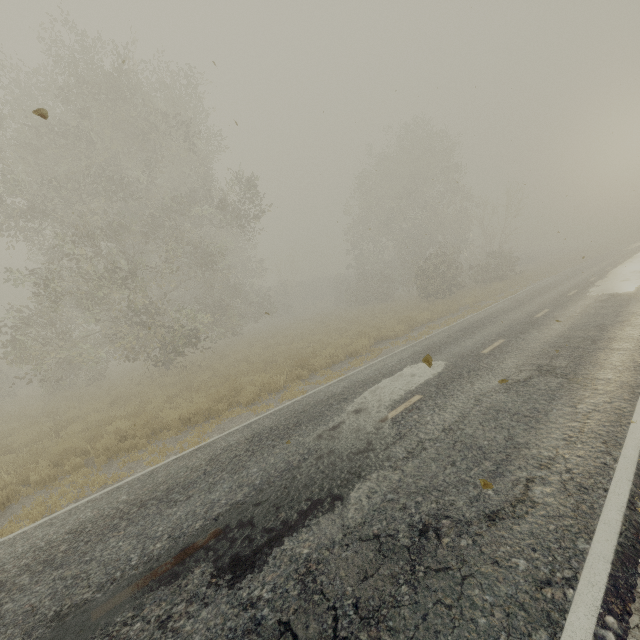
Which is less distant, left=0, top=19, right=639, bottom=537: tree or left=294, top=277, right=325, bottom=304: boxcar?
left=0, top=19, right=639, bottom=537: tree

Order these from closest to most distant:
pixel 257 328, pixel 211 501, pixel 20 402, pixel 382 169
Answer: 1. pixel 211 501
2. pixel 20 402
3. pixel 257 328
4. pixel 382 169

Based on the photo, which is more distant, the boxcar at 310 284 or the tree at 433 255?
the boxcar at 310 284

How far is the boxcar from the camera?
55.9 meters

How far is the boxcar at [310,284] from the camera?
55.91m
